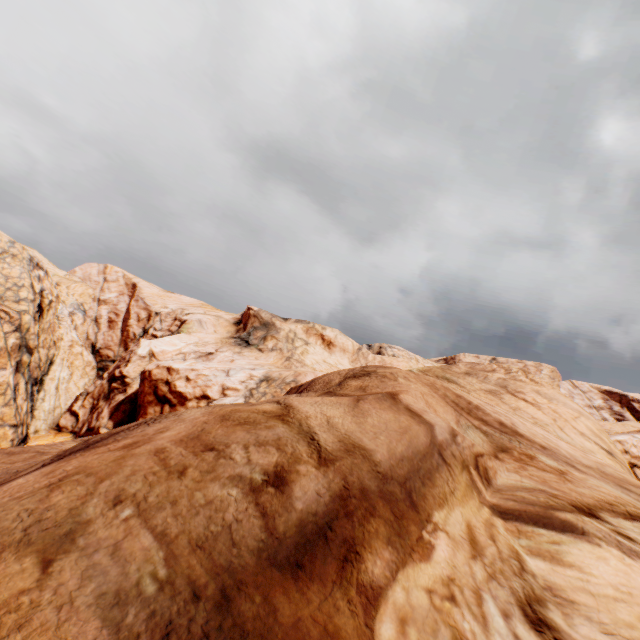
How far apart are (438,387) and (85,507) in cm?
663
